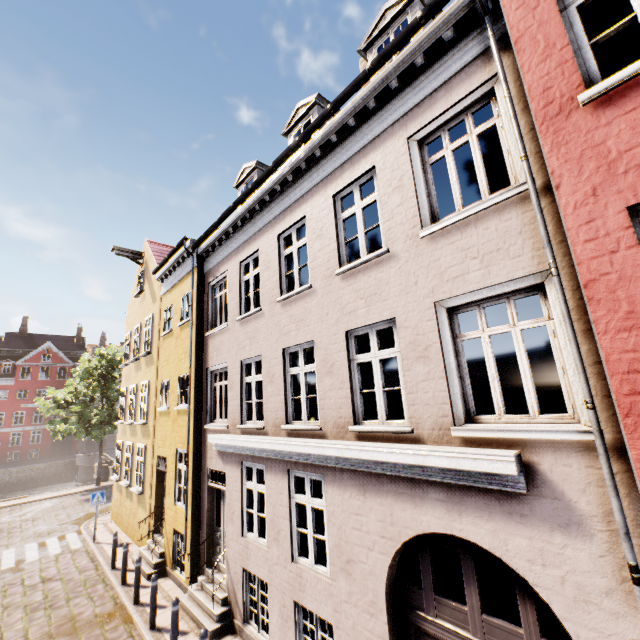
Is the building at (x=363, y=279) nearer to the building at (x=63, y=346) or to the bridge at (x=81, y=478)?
the bridge at (x=81, y=478)

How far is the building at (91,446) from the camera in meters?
46.8 m

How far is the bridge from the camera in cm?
3600

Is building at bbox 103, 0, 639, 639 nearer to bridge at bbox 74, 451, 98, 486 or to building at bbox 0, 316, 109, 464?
bridge at bbox 74, 451, 98, 486

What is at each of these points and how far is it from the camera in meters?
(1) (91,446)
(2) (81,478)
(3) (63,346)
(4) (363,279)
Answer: (1) building, 47.7 m
(2) bridge, 36.4 m
(3) building, 51.9 m
(4) building, 5.8 m

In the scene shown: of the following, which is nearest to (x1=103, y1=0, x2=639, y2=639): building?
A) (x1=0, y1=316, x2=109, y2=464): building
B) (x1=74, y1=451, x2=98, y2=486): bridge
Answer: (x1=74, y1=451, x2=98, y2=486): bridge
